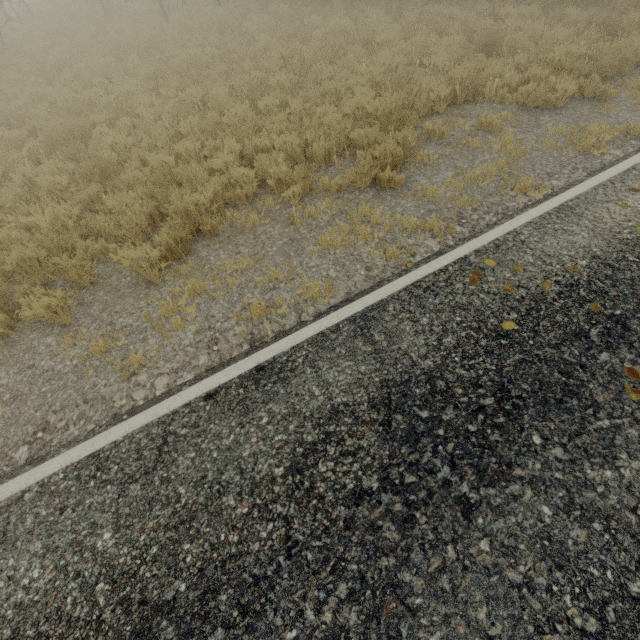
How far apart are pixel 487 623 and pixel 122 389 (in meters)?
3.90
